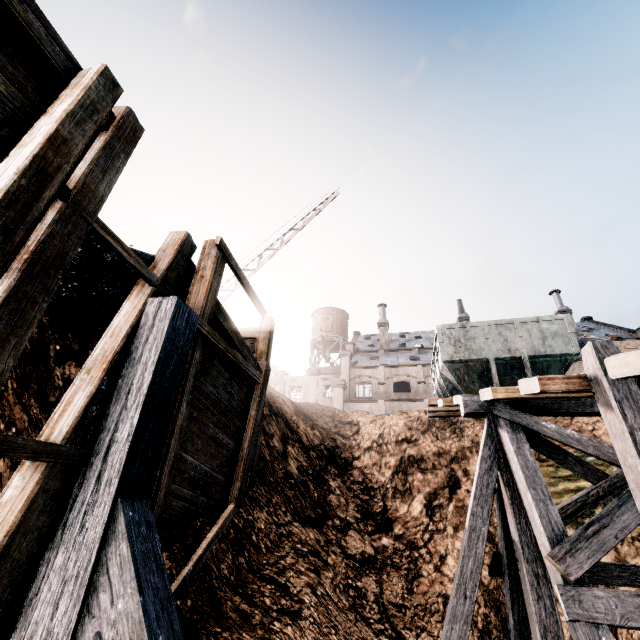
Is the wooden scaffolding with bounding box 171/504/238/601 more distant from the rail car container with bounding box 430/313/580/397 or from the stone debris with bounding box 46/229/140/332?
the rail car container with bounding box 430/313/580/397

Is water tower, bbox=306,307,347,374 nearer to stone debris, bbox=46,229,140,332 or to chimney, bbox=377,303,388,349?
chimney, bbox=377,303,388,349

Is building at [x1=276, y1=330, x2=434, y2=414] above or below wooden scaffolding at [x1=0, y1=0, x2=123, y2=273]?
above

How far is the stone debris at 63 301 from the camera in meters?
4.9

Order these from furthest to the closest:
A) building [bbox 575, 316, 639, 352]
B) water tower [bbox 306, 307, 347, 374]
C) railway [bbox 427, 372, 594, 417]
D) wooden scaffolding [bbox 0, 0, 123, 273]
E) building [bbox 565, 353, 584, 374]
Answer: water tower [bbox 306, 307, 347, 374] → building [bbox 575, 316, 639, 352] → building [bbox 565, 353, 584, 374] → railway [bbox 427, 372, 594, 417] → wooden scaffolding [bbox 0, 0, 123, 273]

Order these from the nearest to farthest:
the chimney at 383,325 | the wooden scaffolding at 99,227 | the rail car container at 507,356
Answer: the wooden scaffolding at 99,227 → the rail car container at 507,356 → the chimney at 383,325

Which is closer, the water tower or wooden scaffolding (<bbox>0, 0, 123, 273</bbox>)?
wooden scaffolding (<bbox>0, 0, 123, 273</bbox>)

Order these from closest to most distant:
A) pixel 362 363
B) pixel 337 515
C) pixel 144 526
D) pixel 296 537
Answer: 1. pixel 144 526
2. pixel 296 537
3. pixel 337 515
4. pixel 362 363
